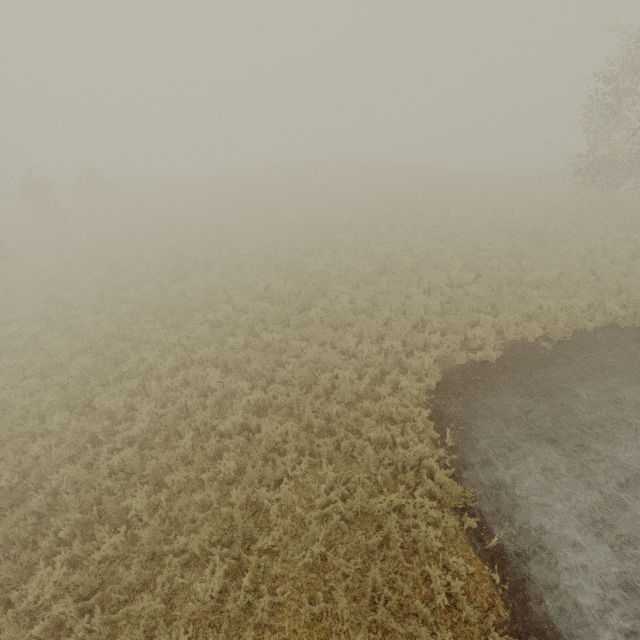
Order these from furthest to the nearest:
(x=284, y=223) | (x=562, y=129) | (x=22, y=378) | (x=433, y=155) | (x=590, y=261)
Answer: (x=562, y=129), (x=433, y=155), (x=284, y=223), (x=590, y=261), (x=22, y=378)
